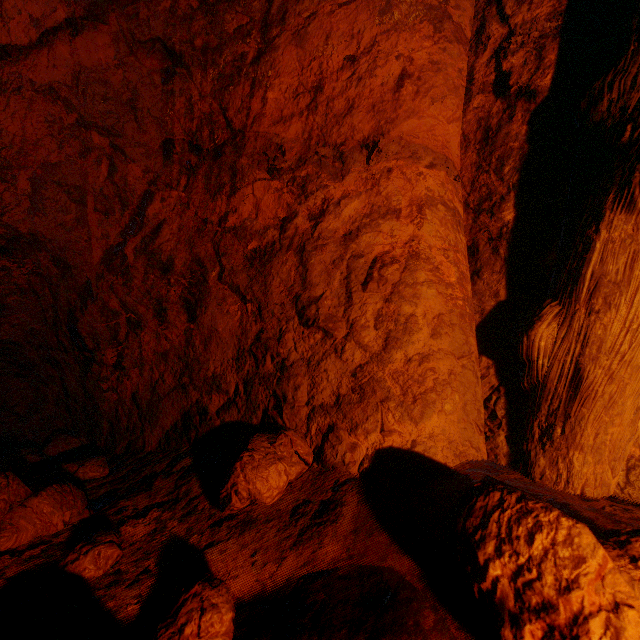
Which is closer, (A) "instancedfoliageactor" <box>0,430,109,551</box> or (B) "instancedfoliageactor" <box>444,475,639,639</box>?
(B) "instancedfoliageactor" <box>444,475,639,639</box>

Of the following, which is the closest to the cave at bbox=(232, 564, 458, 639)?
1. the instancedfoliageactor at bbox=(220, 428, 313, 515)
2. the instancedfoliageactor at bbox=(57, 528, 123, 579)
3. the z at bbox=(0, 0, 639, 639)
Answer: the z at bbox=(0, 0, 639, 639)

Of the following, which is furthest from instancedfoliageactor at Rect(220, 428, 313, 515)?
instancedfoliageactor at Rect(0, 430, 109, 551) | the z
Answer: instancedfoliageactor at Rect(0, 430, 109, 551)

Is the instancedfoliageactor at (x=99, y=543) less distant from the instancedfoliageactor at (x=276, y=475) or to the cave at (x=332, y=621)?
the instancedfoliageactor at (x=276, y=475)

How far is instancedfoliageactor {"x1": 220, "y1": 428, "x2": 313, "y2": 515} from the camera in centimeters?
109cm

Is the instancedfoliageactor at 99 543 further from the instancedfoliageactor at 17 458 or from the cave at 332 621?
the cave at 332 621

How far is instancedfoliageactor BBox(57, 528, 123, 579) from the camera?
1.0 meters

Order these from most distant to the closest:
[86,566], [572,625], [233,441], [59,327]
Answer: [59,327] < [233,441] < [86,566] < [572,625]
